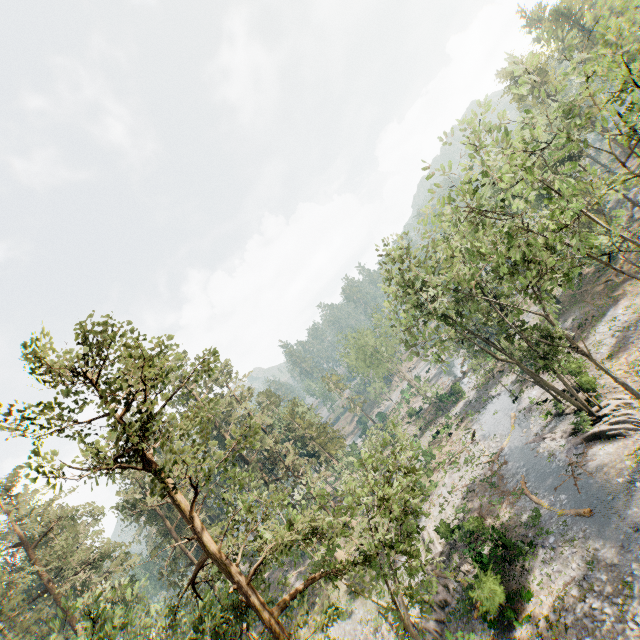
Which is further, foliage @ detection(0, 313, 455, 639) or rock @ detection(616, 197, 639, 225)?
rock @ detection(616, 197, 639, 225)

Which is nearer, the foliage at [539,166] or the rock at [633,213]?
the foliage at [539,166]

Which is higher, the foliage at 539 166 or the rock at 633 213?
the foliage at 539 166

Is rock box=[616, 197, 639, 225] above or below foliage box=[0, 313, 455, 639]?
below

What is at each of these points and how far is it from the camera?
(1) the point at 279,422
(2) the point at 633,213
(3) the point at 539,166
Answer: (1) foliage, 56.7 meters
(2) rock, 41.2 meters
(3) foliage, 38.3 meters
